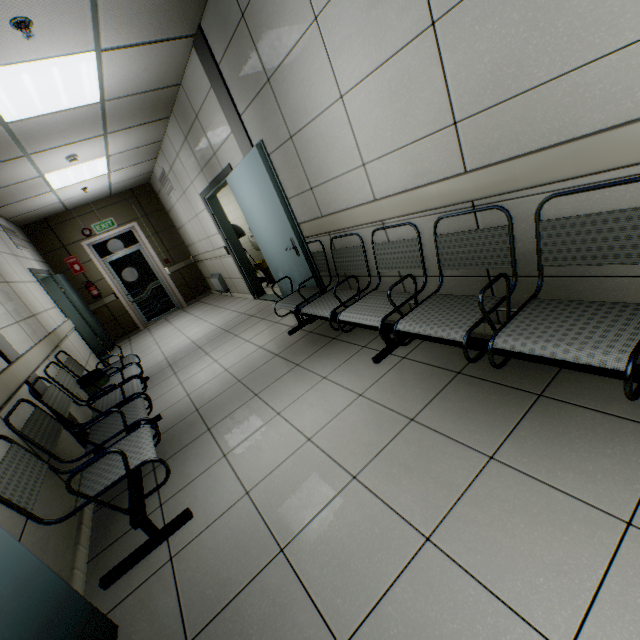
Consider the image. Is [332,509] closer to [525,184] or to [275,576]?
[275,576]

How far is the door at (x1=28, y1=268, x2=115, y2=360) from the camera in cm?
594

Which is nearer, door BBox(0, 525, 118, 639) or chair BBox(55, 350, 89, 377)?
door BBox(0, 525, 118, 639)

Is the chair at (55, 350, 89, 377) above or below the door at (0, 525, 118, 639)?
above

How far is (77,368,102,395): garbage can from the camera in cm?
356

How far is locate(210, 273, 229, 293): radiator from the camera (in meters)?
7.68

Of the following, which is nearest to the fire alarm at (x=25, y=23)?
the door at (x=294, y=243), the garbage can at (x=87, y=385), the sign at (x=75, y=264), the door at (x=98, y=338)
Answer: the door at (x=294, y=243)

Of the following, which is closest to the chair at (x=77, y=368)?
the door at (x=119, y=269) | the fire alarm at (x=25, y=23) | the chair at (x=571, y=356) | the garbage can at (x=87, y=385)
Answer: the garbage can at (x=87, y=385)
